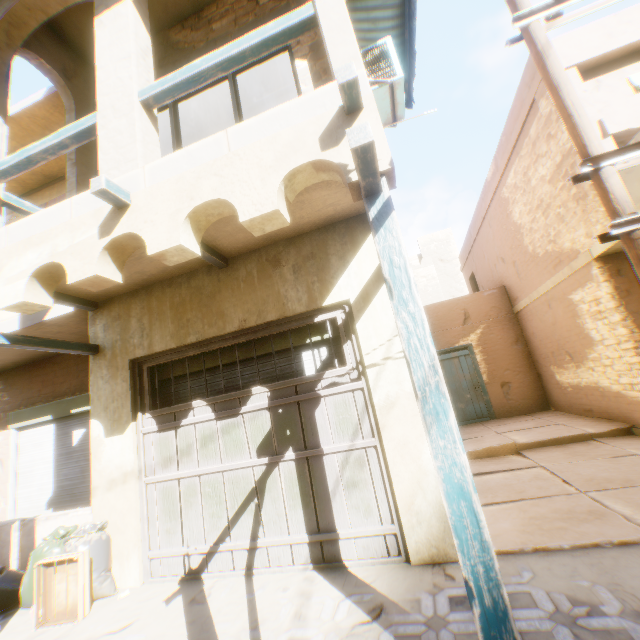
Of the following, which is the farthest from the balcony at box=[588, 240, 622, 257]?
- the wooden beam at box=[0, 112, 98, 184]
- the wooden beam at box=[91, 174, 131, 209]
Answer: the wooden beam at box=[0, 112, 98, 184]

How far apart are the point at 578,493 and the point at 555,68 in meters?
4.9

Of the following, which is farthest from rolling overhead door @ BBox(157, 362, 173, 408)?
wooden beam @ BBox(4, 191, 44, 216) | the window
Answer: wooden beam @ BBox(4, 191, 44, 216)

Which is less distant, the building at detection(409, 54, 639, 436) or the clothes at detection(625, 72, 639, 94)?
the clothes at detection(625, 72, 639, 94)

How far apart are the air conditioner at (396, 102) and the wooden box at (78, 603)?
6.9m

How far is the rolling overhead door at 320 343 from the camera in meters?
4.2 m

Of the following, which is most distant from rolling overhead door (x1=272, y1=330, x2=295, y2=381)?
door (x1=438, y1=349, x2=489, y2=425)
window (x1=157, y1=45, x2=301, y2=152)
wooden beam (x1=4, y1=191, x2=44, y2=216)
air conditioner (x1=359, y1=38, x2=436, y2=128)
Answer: door (x1=438, y1=349, x2=489, y2=425)

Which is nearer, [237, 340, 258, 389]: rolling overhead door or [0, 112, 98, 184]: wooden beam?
[0, 112, 98, 184]: wooden beam
